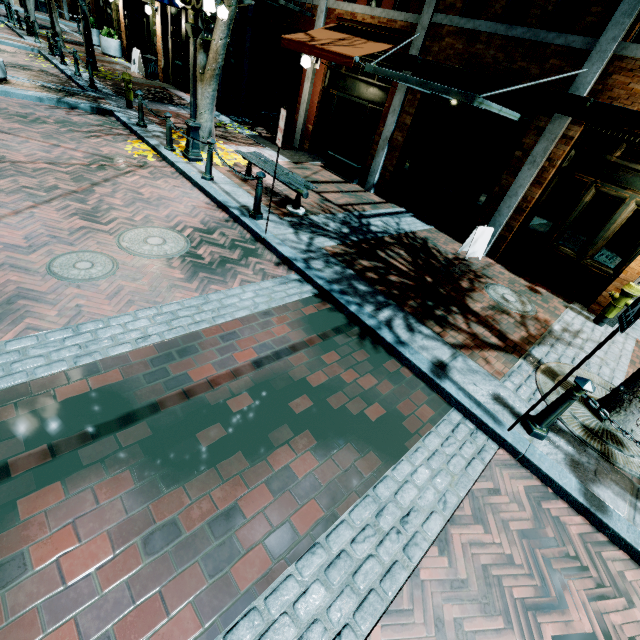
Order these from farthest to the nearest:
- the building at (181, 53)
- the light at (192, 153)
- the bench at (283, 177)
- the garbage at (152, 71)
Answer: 1. the garbage at (152, 71)
2. the building at (181, 53)
3. the light at (192, 153)
4. the bench at (283, 177)

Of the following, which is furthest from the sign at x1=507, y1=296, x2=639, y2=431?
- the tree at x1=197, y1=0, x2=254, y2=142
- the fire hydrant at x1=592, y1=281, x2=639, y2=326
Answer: the fire hydrant at x1=592, y1=281, x2=639, y2=326

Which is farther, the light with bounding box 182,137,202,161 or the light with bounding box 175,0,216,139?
the light with bounding box 182,137,202,161

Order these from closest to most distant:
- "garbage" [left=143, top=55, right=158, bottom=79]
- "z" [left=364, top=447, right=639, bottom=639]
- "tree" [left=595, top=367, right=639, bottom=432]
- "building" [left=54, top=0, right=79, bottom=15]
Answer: "z" [left=364, top=447, right=639, bottom=639], "tree" [left=595, top=367, right=639, bottom=432], "garbage" [left=143, top=55, right=158, bottom=79], "building" [left=54, top=0, right=79, bottom=15]

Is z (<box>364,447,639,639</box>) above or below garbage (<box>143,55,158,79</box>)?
below

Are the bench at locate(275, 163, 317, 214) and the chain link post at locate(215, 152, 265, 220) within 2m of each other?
yes

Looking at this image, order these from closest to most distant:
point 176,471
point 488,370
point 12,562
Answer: point 12,562
point 176,471
point 488,370

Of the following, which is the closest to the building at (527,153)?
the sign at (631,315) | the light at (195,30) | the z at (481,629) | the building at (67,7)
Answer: the z at (481,629)
